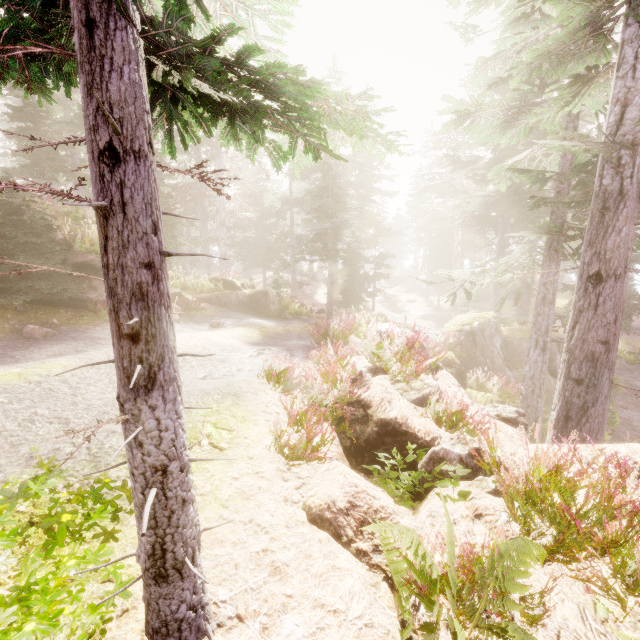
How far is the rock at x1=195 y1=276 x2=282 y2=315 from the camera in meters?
16.4

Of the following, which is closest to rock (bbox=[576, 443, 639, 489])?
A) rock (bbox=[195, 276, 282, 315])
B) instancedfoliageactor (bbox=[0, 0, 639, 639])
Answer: instancedfoliageactor (bbox=[0, 0, 639, 639])

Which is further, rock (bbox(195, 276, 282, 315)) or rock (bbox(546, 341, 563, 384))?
rock (bbox(546, 341, 563, 384))

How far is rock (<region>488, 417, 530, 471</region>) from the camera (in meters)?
3.99

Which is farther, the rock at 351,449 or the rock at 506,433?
the rock at 506,433

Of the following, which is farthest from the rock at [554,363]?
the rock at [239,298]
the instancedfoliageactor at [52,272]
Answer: the rock at [239,298]

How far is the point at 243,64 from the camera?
1.6 meters
